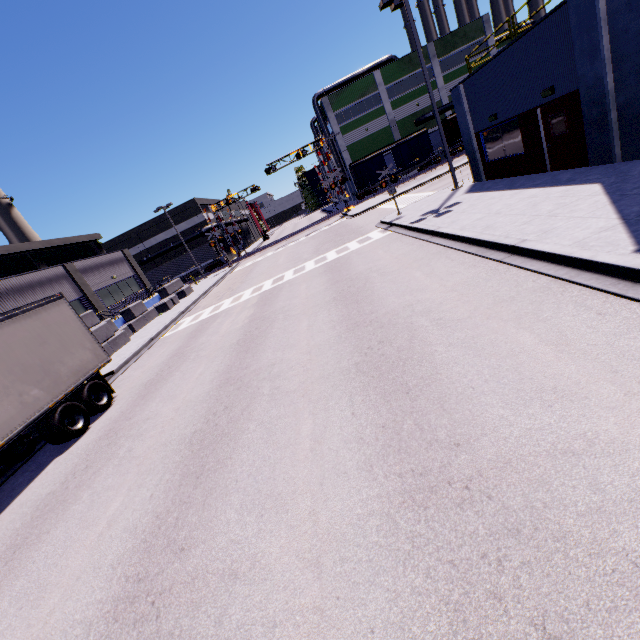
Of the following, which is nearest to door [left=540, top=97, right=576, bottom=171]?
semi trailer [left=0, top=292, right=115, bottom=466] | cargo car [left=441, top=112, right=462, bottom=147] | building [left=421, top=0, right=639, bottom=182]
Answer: building [left=421, top=0, right=639, bottom=182]

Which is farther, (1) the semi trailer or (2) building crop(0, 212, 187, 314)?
(2) building crop(0, 212, 187, 314)

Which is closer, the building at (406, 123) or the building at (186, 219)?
the building at (406, 123)

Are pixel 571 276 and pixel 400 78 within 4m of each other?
no

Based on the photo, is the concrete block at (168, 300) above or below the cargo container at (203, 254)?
below

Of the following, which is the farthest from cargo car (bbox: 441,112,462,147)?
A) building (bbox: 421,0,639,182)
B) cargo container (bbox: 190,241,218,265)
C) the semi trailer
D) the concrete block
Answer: the semi trailer

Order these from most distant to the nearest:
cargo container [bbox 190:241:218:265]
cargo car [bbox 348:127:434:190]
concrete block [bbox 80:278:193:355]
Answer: cargo container [bbox 190:241:218:265] < cargo car [bbox 348:127:434:190] < concrete block [bbox 80:278:193:355]

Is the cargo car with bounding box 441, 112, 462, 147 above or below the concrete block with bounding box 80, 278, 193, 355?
above
